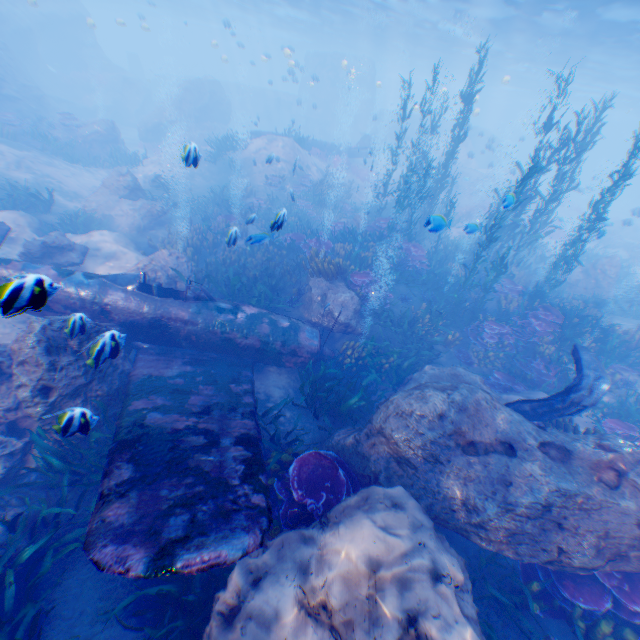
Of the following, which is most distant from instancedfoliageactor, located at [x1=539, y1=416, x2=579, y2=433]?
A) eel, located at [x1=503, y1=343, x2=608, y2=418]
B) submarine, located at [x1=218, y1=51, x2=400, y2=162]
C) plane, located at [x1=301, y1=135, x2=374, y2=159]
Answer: plane, located at [x1=301, y1=135, x2=374, y2=159]

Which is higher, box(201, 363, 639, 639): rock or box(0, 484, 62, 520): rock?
box(201, 363, 639, 639): rock

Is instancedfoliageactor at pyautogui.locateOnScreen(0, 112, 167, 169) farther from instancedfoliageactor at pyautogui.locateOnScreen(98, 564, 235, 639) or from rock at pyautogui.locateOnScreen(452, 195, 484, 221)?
instancedfoliageactor at pyautogui.locateOnScreen(98, 564, 235, 639)

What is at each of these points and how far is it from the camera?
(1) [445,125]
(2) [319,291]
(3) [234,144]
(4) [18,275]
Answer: (1) submarine, 39.6 meters
(2) rock, 10.8 meters
(3) instancedfoliageactor, 20.5 meters
(4) plane, 2.1 meters

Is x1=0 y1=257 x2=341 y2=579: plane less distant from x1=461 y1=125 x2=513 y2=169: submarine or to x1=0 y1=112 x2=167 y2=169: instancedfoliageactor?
x1=461 y1=125 x2=513 y2=169: submarine

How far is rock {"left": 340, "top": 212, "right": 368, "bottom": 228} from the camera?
17.8m

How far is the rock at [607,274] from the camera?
17.45m

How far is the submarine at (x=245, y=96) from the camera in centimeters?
4006cm
